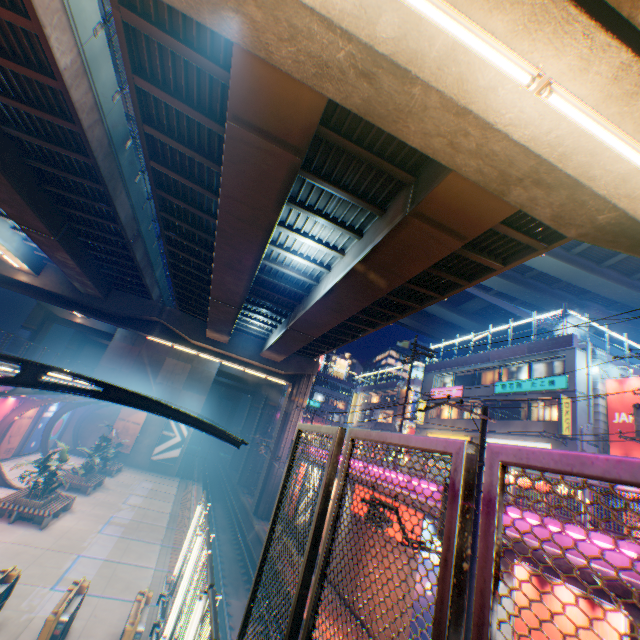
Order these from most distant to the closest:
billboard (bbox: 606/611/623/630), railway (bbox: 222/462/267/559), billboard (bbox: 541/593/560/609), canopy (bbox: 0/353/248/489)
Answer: railway (bbox: 222/462/267/559)
canopy (bbox: 0/353/248/489)
billboard (bbox: 541/593/560/609)
billboard (bbox: 606/611/623/630)

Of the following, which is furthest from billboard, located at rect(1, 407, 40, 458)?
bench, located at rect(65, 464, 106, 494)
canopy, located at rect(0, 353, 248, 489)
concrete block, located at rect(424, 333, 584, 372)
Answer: concrete block, located at rect(424, 333, 584, 372)

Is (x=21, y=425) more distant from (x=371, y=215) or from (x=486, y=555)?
(x=486, y=555)

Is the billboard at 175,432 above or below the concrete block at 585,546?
below

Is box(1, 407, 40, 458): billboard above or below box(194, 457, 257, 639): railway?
above

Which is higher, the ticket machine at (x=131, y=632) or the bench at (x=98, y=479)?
the ticket machine at (x=131, y=632)

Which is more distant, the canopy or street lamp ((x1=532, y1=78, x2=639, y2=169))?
the canopy

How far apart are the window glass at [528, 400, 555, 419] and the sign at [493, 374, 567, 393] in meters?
0.7
